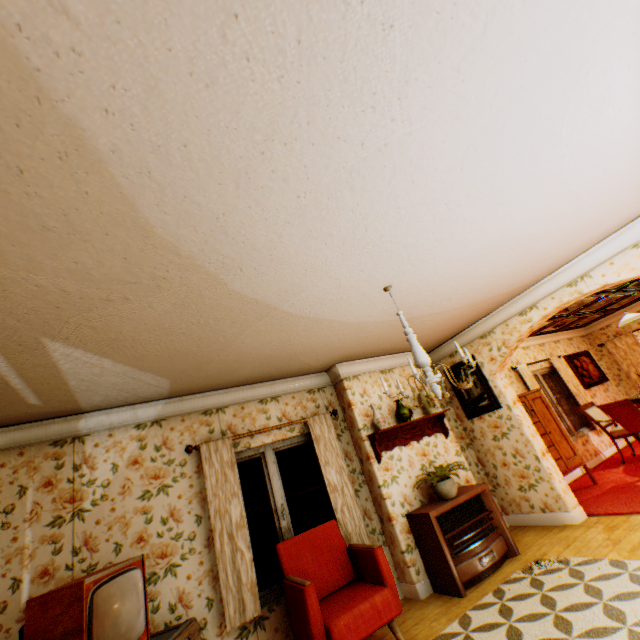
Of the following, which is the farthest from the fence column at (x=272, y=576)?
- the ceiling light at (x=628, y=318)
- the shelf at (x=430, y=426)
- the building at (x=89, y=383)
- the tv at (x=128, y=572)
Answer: the ceiling light at (x=628, y=318)

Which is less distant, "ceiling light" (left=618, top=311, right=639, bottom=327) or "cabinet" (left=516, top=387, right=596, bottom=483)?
"cabinet" (left=516, top=387, right=596, bottom=483)

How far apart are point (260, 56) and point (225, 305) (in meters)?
1.81

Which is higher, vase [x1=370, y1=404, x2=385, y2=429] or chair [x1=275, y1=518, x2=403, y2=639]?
vase [x1=370, y1=404, x2=385, y2=429]

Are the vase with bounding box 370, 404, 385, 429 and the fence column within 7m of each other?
no

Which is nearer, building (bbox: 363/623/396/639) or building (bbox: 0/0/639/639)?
building (bbox: 0/0/639/639)

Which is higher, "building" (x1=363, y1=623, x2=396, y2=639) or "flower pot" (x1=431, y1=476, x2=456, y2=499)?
"flower pot" (x1=431, y1=476, x2=456, y2=499)

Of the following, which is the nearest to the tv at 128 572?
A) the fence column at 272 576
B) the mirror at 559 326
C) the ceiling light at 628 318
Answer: the mirror at 559 326
